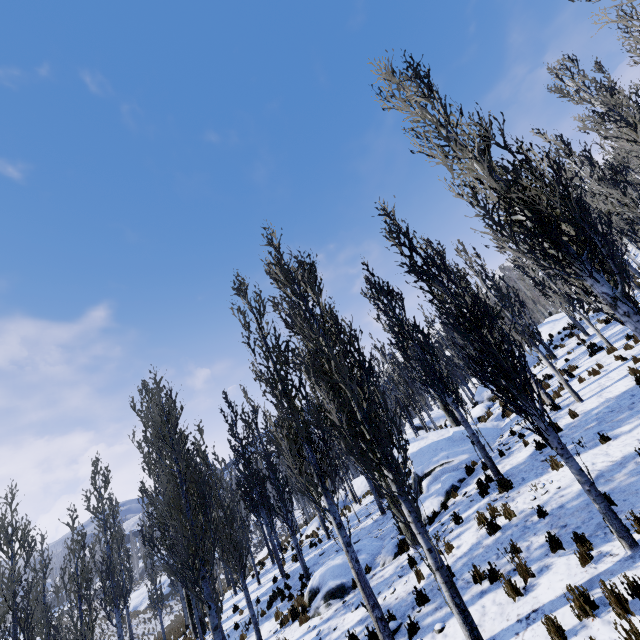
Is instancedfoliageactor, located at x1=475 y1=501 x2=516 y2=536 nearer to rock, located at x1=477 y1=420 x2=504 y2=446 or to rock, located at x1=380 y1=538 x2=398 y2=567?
rock, located at x1=477 y1=420 x2=504 y2=446

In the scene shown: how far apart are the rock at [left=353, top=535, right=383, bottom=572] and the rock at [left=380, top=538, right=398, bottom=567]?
0.8m

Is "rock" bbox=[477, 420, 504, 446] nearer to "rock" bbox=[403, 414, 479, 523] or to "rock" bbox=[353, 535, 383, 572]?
"rock" bbox=[403, 414, 479, 523]

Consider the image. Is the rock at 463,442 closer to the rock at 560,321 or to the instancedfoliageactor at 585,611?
the instancedfoliageactor at 585,611

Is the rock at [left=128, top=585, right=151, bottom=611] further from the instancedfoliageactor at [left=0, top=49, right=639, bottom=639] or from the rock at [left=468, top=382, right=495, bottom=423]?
the rock at [left=468, top=382, right=495, bottom=423]

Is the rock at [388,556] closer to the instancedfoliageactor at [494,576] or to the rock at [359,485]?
the instancedfoliageactor at [494,576]

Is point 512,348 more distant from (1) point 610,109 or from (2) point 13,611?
(2) point 13,611
